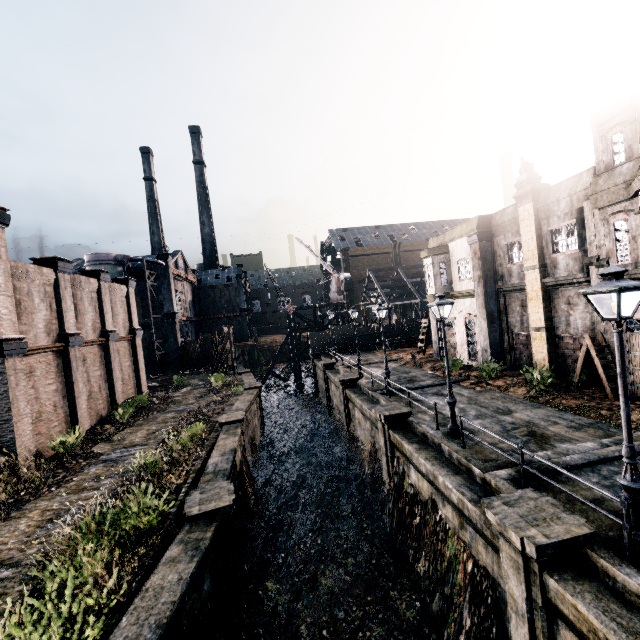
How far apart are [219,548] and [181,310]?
48.4 meters

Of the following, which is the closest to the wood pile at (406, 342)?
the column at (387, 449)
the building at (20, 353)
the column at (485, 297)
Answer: the column at (485, 297)

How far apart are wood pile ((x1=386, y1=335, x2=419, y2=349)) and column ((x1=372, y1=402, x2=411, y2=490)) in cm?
2150

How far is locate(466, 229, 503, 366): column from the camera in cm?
2158

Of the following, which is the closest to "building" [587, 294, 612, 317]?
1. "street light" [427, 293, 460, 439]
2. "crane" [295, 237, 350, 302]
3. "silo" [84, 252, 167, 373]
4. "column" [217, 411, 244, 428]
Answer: "street light" [427, 293, 460, 439]

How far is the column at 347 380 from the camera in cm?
2419

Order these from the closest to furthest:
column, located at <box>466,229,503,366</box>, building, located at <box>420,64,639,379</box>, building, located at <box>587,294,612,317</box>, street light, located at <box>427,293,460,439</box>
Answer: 1. street light, located at <box>427,293,460,439</box>
2. building, located at <box>420,64,639,379</box>
3. building, located at <box>587,294,612,317</box>
4. column, located at <box>466,229,503,366</box>

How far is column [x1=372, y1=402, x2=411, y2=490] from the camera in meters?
15.3
